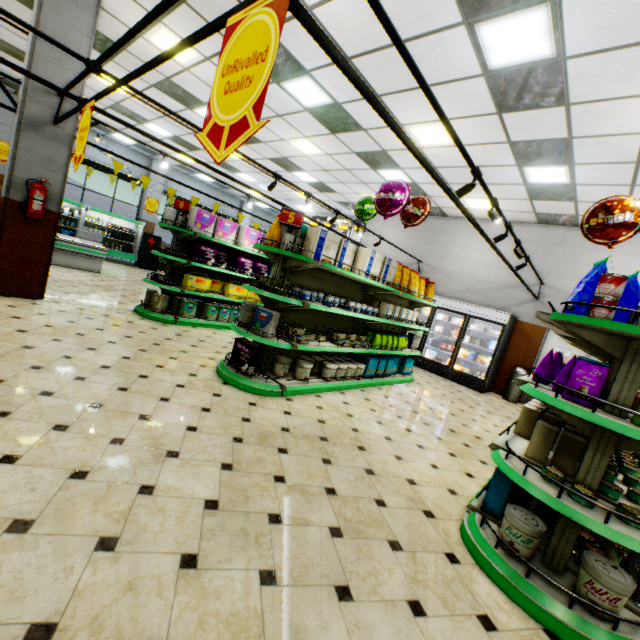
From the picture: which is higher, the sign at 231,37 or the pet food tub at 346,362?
the sign at 231,37

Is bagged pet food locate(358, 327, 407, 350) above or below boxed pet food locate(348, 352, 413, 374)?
above

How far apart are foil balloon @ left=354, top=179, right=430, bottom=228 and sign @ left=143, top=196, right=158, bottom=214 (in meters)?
12.67

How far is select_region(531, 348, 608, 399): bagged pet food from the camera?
2.2 meters

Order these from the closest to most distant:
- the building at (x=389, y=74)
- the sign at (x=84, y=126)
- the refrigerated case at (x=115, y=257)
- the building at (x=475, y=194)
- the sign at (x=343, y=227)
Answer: the sign at (x=84, y=126) < the building at (x=389, y=74) < the building at (x=475, y=194) < the refrigerated case at (x=115, y=257) < the sign at (x=343, y=227)

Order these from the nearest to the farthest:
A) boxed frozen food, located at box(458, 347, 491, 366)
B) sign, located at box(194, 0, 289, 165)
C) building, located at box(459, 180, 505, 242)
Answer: sign, located at box(194, 0, 289, 165)
building, located at box(459, 180, 505, 242)
boxed frozen food, located at box(458, 347, 491, 366)

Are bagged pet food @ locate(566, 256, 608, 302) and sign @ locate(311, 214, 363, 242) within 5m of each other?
no

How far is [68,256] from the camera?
9.5m
